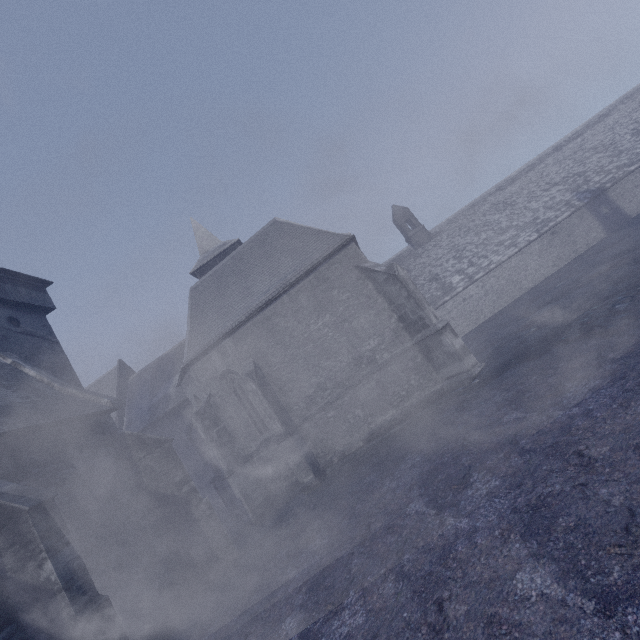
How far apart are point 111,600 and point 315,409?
8.5m
